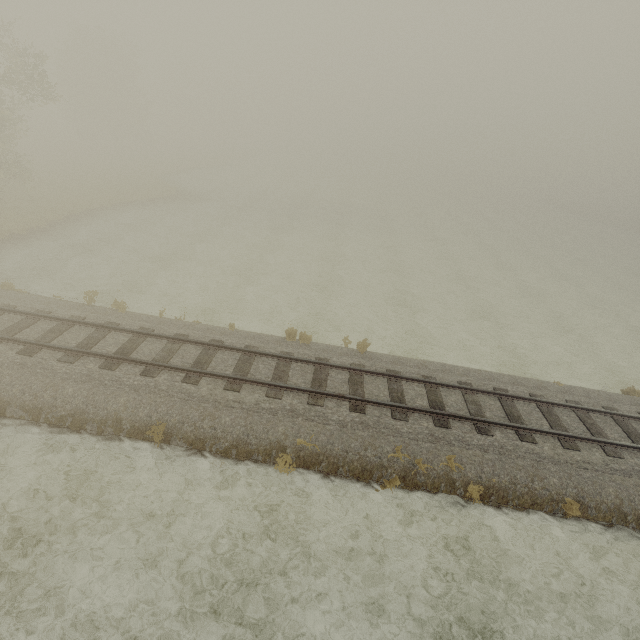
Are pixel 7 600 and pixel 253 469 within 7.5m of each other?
yes
